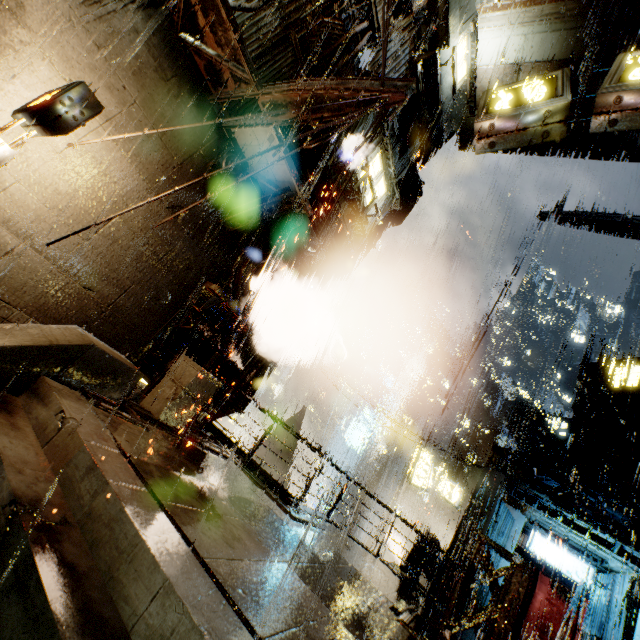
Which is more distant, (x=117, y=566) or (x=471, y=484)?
(x=471, y=484)

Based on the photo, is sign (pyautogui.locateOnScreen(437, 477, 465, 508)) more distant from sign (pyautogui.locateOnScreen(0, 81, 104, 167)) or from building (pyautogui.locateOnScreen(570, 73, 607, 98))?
sign (pyautogui.locateOnScreen(0, 81, 104, 167))

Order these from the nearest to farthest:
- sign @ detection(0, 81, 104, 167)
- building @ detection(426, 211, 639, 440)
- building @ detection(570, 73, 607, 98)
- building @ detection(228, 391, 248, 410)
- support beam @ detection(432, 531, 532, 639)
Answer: sign @ detection(0, 81, 104, 167), support beam @ detection(432, 531, 532, 639), building @ detection(228, 391, 248, 410), building @ detection(570, 73, 607, 98), building @ detection(426, 211, 639, 440)

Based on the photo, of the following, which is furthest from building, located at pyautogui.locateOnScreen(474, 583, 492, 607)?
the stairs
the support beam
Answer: the stairs

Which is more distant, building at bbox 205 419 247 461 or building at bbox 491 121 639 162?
building at bbox 491 121 639 162

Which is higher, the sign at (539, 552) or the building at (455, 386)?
the building at (455, 386)

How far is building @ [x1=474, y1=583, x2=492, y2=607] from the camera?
15.5 meters

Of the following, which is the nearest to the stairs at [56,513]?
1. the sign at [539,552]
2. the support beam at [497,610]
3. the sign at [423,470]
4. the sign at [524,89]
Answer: the support beam at [497,610]
